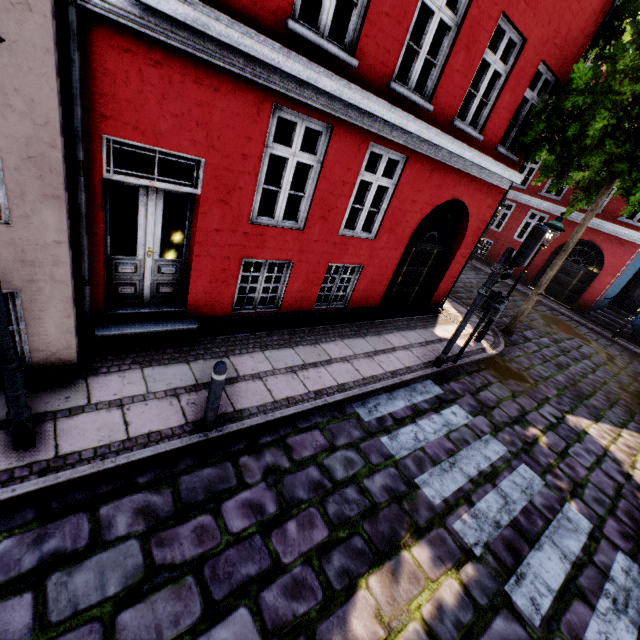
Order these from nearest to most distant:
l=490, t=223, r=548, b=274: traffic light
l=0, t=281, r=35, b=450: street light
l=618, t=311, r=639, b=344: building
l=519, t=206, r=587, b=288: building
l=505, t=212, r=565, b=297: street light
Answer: l=0, t=281, r=35, b=450: street light, l=490, t=223, r=548, b=274: traffic light, l=505, t=212, r=565, b=297: street light, l=618, t=311, r=639, b=344: building, l=519, t=206, r=587, b=288: building

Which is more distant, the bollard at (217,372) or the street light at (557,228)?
the street light at (557,228)

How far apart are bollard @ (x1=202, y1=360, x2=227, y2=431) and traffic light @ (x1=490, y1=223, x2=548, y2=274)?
5.39m

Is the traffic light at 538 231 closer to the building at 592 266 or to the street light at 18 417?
the building at 592 266

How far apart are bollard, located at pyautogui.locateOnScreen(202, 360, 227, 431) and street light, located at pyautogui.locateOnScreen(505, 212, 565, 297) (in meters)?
8.03

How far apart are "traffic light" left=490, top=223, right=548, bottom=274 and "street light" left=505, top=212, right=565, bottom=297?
2.5m

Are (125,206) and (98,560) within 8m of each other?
no

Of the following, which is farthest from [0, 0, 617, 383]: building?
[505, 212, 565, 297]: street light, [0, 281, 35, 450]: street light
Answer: [505, 212, 565, 297]: street light
